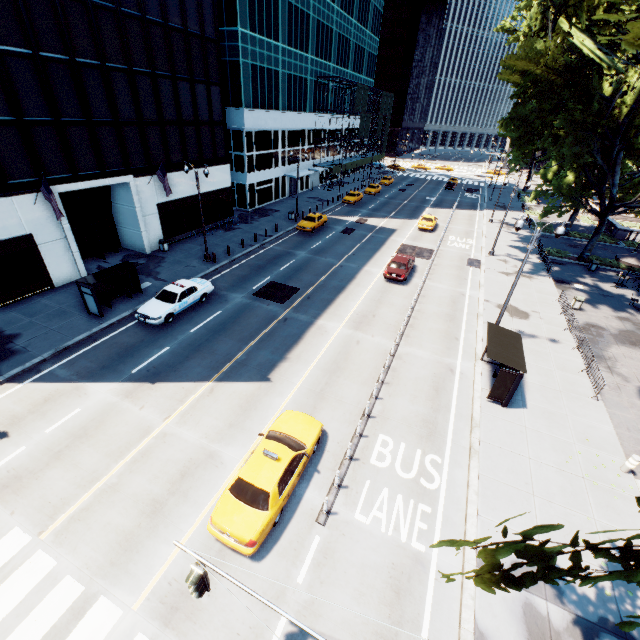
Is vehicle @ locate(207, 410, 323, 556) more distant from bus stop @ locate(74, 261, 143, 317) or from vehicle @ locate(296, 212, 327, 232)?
vehicle @ locate(296, 212, 327, 232)

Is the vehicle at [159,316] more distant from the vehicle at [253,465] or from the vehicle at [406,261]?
the vehicle at [406,261]

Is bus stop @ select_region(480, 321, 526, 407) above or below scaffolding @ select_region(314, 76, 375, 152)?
below

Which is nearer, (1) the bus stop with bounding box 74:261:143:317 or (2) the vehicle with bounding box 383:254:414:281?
(1) the bus stop with bounding box 74:261:143:317

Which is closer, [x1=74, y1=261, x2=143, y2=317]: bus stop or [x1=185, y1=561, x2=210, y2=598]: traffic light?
[x1=185, y1=561, x2=210, y2=598]: traffic light

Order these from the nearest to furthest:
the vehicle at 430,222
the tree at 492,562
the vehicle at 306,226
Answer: the tree at 492,562
the vehicle at 306,226
the vehicle at 430,222

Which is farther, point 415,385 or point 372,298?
point 372,298

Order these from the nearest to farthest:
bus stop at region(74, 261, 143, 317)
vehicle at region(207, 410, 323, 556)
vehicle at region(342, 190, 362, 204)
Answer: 1. vehicle at region(207, 410, 323, 556)
2. bus stop at region(74, 261, 143, 317)
3. vehicle at region(342, 190, 362, 204)
